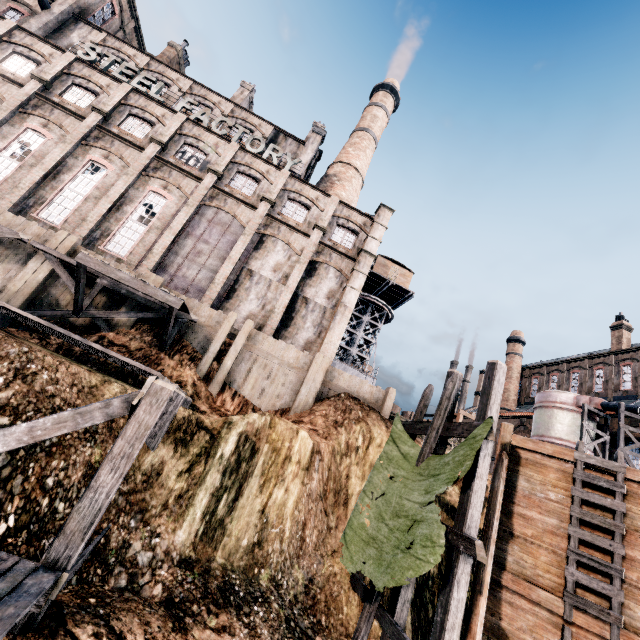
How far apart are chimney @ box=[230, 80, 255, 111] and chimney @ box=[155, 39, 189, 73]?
7.5m

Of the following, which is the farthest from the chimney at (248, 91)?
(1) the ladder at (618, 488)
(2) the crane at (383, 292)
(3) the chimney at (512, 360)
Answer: (3) the chimney at (512, 360)

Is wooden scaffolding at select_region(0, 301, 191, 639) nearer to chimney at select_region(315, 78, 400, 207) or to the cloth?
the cloth

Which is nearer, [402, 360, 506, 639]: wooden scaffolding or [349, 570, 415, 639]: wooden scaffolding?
[402, 360, 506, 639]: wooden scaffolding

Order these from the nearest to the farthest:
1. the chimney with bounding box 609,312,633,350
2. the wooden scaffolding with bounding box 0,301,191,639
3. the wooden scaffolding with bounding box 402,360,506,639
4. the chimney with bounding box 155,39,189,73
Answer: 1. the wooden scaffolding with bounding box 0,301,191,639
2. the wooden scaffolding with bounding box 402,360,506,639
3. the chimney with bounding box 155,39,189,73
4. the chimney with bounding box 609,312,633,350

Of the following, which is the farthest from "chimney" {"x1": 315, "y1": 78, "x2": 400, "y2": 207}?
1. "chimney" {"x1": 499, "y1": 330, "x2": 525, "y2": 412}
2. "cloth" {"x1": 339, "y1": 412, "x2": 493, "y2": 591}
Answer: "chimney" {"x1": 499, "y1": 330, "x2": 525, "y2": 412}

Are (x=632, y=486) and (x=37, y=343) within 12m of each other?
no

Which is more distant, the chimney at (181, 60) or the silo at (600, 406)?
the chimney at (181, 60)
